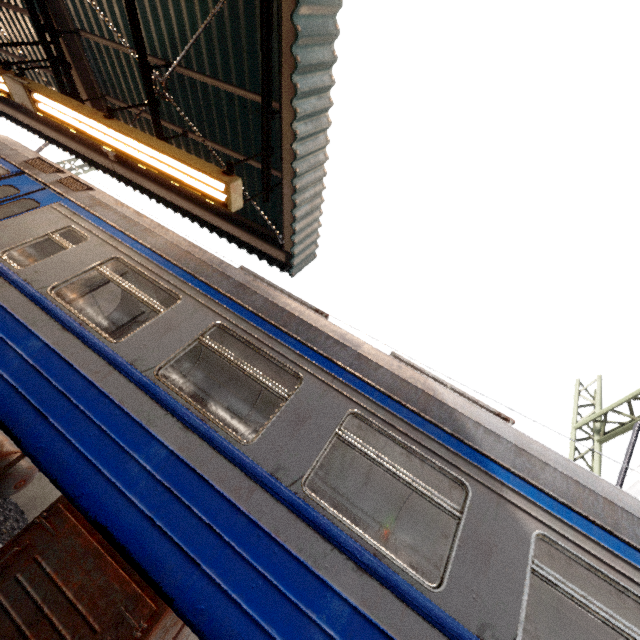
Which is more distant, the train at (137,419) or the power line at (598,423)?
the power line at (598,423)

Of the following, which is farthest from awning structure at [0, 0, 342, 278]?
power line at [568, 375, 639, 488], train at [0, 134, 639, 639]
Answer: power line at [568, 375, 639, 488]

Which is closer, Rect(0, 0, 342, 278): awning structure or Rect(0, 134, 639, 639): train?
Rect(0, 134, 639, 639): train

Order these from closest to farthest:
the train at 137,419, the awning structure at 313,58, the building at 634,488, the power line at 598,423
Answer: the train at 137,419 → the awning structure at 313,58 → the power line at 598,423 → the building at 634,488

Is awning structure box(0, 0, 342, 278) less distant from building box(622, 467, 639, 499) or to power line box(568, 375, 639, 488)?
power line box(568, 375, 639, 488)

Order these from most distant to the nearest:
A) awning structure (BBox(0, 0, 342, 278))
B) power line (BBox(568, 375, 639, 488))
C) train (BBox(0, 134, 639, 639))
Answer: power line (BBox(568, 375, 639, 488)) → awning structure (BBox(0, 0, 342, 278)) → train (BBox(0, 134, 639, 639))

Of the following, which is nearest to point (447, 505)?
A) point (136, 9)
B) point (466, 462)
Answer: point (466, 462)

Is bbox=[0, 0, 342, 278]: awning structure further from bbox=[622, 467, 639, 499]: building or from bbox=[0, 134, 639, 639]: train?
bbox=[622, 467, 639, 499]: building
